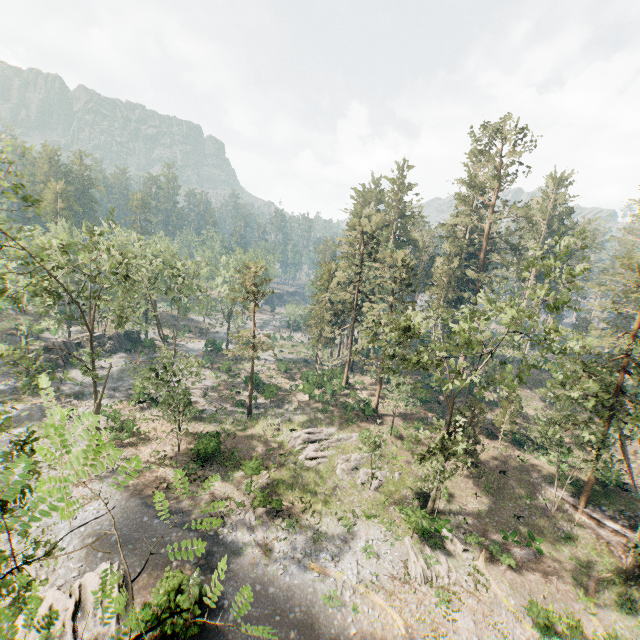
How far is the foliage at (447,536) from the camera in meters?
22.3

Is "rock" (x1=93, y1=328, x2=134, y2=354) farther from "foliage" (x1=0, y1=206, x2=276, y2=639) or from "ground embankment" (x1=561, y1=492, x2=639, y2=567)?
"ground embankment" (x1=561, y1=492, x2=639, y2=567)

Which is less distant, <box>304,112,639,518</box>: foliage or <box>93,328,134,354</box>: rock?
<box>304,112,639,518</box>: foliage

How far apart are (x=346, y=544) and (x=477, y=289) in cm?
3710

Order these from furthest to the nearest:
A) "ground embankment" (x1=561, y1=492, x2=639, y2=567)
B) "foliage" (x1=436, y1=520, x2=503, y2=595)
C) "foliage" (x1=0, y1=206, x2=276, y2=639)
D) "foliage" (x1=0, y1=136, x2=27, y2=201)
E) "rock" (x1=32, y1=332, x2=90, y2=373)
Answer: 1. "rock" (x1=32, y1=332, x2=90, y2=373)
2. "ground embankment" (x1=561, y1=492, x2=639, y2=567)
3. "foliage" (x1=436, y1=520, x2=503, y2=595)
4. "foliage" (x1=0, y1=136, x2=27, y2=201)
5. "foliage" (x1=0, y1=206, x2=276, y2=639)

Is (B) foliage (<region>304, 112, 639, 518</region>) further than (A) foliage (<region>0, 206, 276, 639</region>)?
Yes
